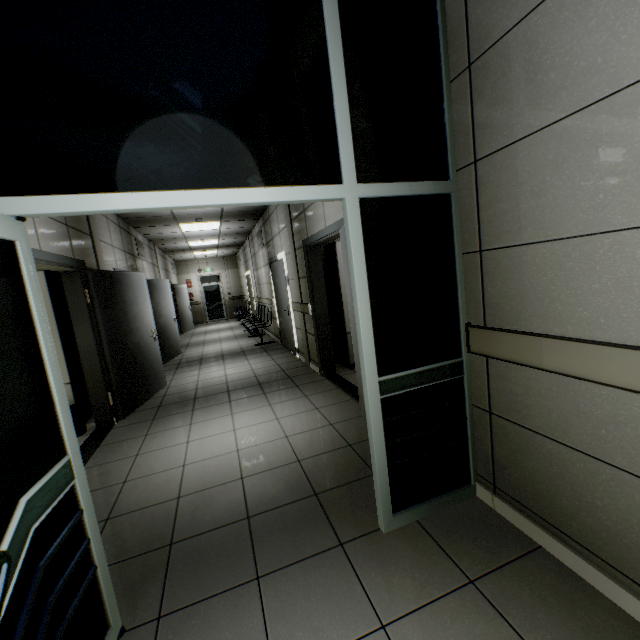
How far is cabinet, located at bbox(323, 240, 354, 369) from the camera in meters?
5.1

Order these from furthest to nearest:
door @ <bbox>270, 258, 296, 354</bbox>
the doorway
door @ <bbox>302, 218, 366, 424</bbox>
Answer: door @ <bbox>270, 258, 296, 354</bbox> < door @ <bbox>302, 218, 366, 424</bbox> < the doorway

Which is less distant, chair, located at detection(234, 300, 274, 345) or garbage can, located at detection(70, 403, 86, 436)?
garbage can, located at detection(70, 403, 86, 436)

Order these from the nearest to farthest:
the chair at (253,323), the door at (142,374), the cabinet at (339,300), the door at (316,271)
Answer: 1. the door at (316,271)
2. the door at (142,374)
3. the cabinet at (339,300)
4. the chair at (253,323)

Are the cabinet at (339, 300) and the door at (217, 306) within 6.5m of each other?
no

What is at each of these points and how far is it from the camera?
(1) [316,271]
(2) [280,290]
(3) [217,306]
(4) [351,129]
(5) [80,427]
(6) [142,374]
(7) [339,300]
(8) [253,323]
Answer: (1) door, 4.95m
(2) door, 7.26m
(3) door, 16.97m
(4) doorway, 1.71m
(5) garbage can, 4.06m
(6) door, 4.98m
(7) cabinet, 5.27m
(8) chair, 9.71m

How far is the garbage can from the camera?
4.00m

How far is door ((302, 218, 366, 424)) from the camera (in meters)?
3.26
